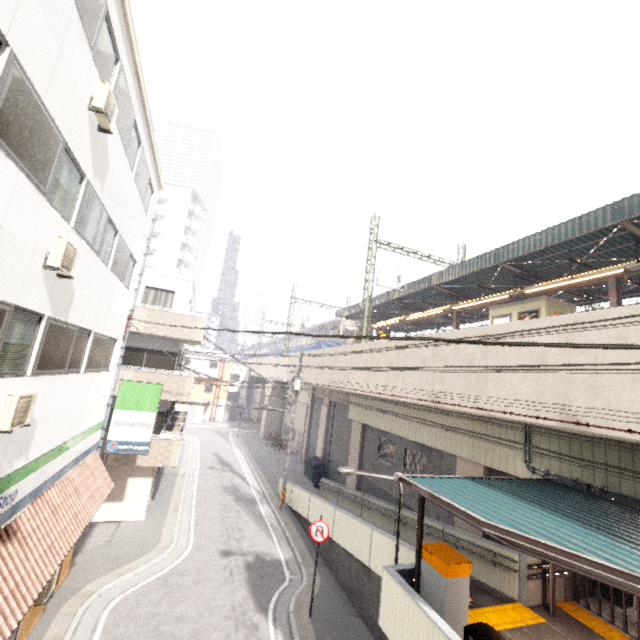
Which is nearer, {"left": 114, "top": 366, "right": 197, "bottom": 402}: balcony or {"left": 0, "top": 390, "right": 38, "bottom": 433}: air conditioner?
{"left": 0, "top": 390, "right": 38, "bottom": 433}: air conditioner

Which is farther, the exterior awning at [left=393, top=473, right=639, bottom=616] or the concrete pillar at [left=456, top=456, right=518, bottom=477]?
the concrete pillar at [left=456, top=456, right=518, bottom=477]

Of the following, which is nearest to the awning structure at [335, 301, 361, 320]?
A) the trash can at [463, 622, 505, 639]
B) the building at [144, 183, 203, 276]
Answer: the trash can at [463, 622, 505, 639]

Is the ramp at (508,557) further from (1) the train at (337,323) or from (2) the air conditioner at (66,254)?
(2) the air conditioner at (66,254)

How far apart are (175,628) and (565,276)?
21.5 meters

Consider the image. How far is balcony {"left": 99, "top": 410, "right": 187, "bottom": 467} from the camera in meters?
14.3

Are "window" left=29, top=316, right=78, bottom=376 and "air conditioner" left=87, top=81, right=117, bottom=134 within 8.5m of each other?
yes

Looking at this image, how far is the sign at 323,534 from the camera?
10.46m
